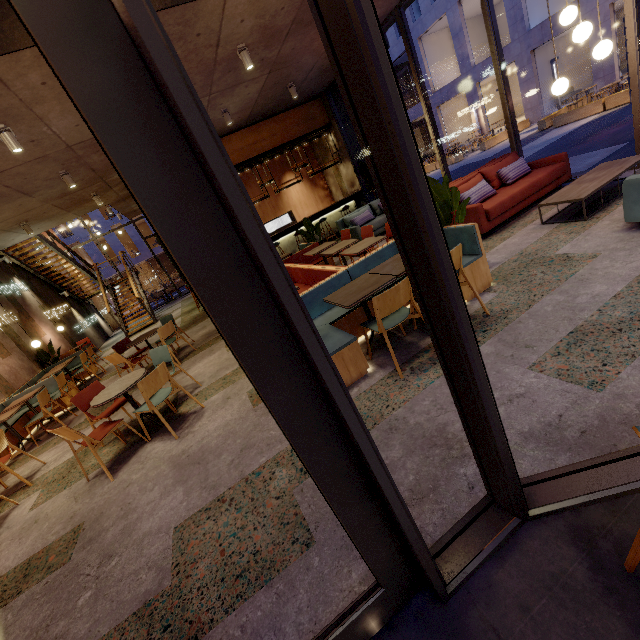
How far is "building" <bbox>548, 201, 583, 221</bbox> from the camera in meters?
4.6 m

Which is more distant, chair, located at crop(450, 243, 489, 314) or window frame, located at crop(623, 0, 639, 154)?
window frame, located at crop(623, 0, 639, 154)

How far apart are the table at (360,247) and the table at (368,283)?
2.1 meters

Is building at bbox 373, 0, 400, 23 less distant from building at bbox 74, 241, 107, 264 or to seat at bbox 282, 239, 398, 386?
seat at bbox 282, 239, 398, 386

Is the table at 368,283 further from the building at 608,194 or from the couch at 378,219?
the couch at 378,219

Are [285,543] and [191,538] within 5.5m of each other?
yes

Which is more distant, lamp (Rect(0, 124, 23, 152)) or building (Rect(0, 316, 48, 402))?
building (Rect(0, 316, 48, 402))
